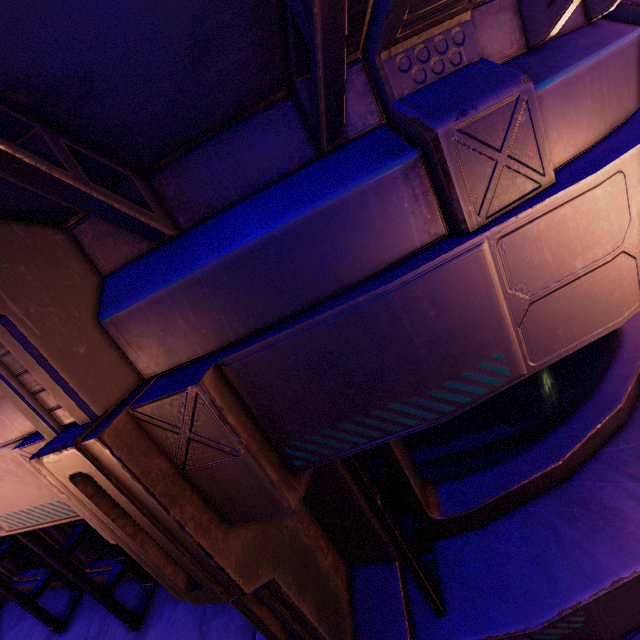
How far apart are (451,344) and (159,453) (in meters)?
1.26
